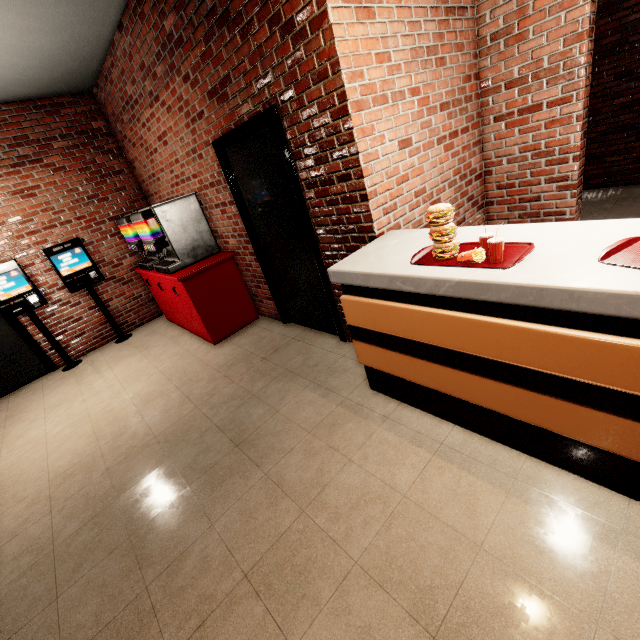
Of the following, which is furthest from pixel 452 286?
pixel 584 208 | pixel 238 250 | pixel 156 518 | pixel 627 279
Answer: pixel 584 208
